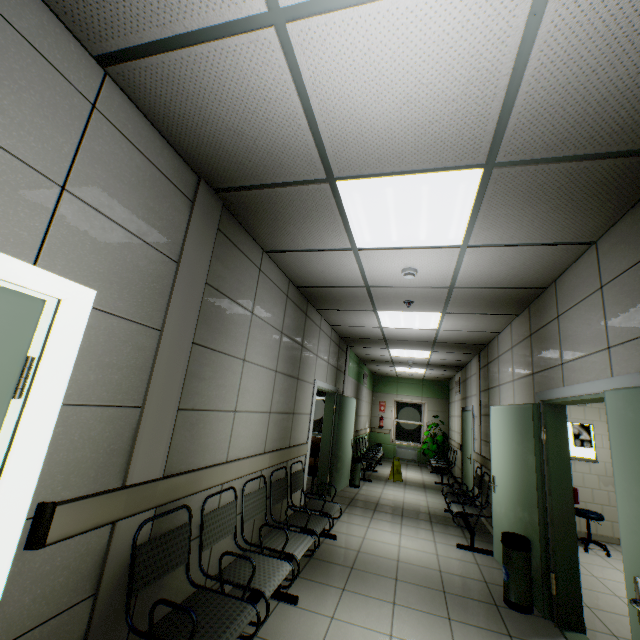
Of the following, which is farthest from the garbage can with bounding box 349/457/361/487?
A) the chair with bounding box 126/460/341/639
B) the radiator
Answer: the radiator

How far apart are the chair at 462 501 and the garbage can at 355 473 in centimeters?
195cm

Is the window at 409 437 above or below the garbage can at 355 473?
above

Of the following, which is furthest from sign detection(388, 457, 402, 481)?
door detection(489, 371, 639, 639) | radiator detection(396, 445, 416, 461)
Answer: door detection(489, 371, 639, 639)

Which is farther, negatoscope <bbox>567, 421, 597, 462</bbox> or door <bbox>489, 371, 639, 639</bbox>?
negatoscope <bbox>567, 421, 597, 462</bbox>

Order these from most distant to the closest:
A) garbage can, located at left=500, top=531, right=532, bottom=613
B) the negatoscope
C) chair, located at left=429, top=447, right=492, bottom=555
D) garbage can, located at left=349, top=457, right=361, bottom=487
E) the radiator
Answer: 1. the radiator
2. garbage can, located at left=349, top=457, right=361, bottom=487
3. the negatoscope
4. chair, located at left=429, top=447, right=492, bottom=555
5. garbage can, located at left=500, top=531, right=532, bottom=613

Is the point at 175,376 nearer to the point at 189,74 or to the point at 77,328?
the point at 77,328

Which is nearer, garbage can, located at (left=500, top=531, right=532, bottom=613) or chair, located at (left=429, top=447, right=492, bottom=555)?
garbage can, located at (left=500, top=531, right=532, bottom=613)
